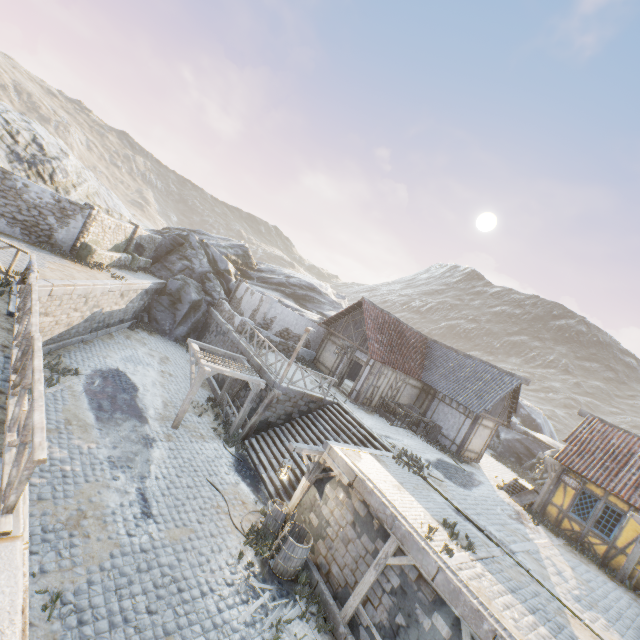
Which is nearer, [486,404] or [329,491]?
[329,491]

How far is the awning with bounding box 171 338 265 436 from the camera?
13.48m

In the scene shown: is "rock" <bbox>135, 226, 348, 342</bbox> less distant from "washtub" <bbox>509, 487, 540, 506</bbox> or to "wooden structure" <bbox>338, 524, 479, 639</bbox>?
"washtub" <bbox>509, 487, 540, 506</bbox>

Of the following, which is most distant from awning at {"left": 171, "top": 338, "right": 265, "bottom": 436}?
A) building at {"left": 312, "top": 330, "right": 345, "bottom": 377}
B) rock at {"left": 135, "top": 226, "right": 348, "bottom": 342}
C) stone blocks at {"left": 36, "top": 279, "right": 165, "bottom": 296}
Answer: rock at {"left": 135, "top": 226, "right": 348, "bottom": 342}

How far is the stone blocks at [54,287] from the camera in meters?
12.1

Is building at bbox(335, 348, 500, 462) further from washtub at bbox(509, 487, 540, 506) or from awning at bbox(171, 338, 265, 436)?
awning at bbox(171, 338, 265, 436)

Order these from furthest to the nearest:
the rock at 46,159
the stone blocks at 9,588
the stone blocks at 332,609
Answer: the rock at 46,159, the stone blocks at 332,609, the stone blocks at 9,588

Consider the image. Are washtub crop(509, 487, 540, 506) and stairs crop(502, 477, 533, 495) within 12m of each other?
yes
